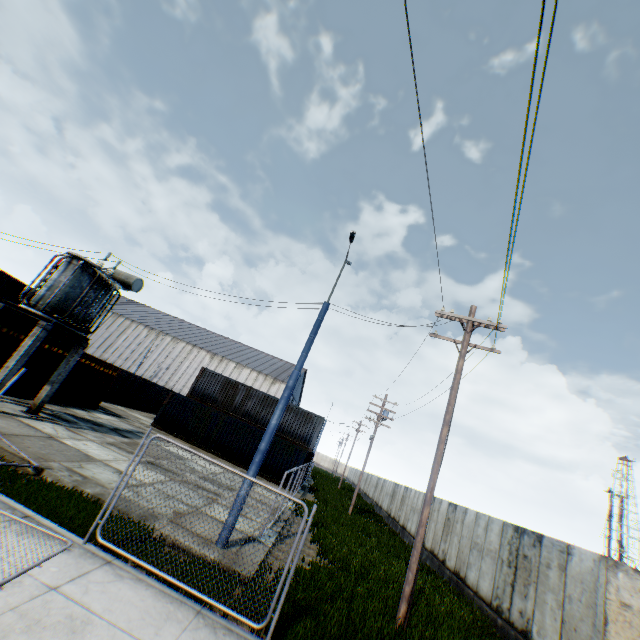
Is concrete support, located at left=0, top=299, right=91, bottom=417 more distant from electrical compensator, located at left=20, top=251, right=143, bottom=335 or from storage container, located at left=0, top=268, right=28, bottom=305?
storage container, located at left=0, top=268, right=28, bottom=305

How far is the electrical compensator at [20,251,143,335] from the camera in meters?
13.0

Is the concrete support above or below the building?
below

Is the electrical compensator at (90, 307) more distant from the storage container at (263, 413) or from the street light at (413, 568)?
the street light at (413, 568)

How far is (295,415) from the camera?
27.9m

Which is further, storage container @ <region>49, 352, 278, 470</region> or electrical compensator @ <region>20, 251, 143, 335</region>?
storage container @ <region>49, 352, 278, 470</region>

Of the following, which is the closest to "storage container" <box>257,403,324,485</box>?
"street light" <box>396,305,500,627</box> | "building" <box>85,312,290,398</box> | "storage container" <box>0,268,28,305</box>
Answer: "storage container" <box>0,268,28,305</box>

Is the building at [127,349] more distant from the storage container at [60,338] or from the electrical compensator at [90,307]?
the electrical compensator at [90,307]
